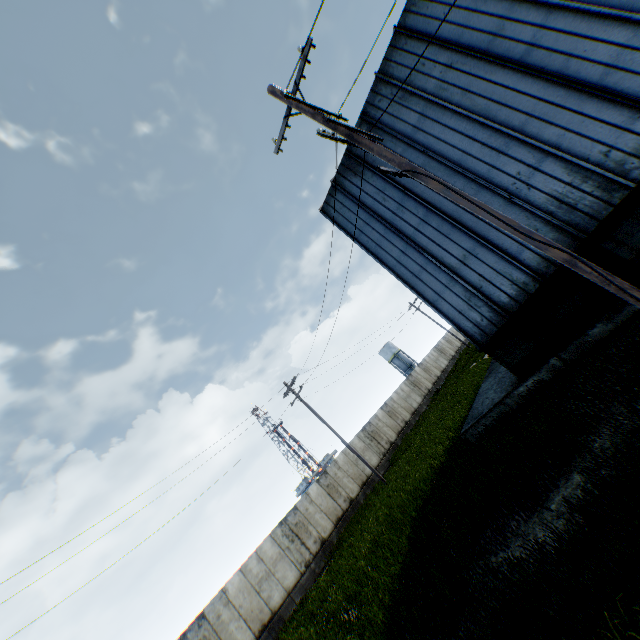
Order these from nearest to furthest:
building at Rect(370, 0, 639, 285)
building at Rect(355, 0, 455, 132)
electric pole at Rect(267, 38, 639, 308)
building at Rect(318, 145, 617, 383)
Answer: electric pole at Rect(267, 38, 639, 308) → building at Rect(370, 0, 639, 285) → building at Rect(318, 145, 617, 383) → building at Rect(355, 0, 455, 132)

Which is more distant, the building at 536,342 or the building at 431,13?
the building at 431,13

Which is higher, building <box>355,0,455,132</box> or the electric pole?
building <box>355,0,455,132</box>

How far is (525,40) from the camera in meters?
9.1

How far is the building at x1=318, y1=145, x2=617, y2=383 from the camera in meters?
9.4

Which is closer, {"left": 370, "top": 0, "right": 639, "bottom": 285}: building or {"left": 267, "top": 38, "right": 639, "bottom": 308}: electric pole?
{"left": 267, "top": 38, "right": 639, "bottom": 308}: electric pole

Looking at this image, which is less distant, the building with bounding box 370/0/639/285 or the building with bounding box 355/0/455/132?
the building with bounding box 370/0/639/285

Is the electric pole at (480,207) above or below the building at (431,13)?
below
